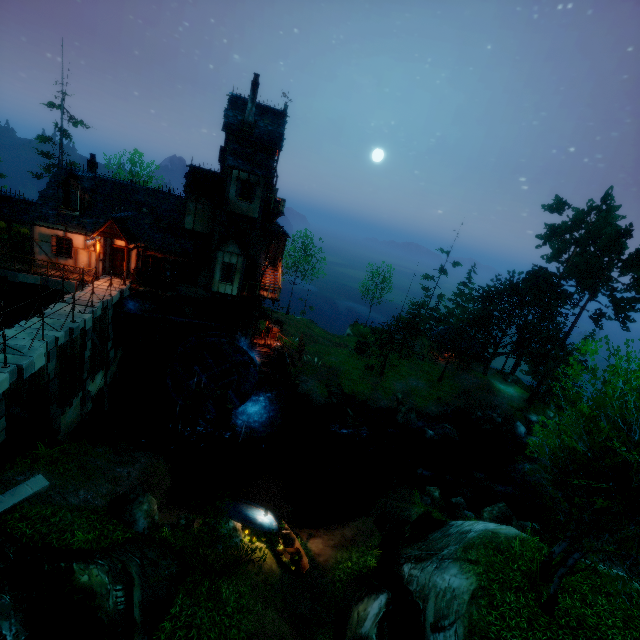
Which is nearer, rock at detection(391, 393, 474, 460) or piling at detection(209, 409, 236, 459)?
piling at detection(209, 409, 236, 459)

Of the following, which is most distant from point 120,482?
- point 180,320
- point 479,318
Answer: point 479,318

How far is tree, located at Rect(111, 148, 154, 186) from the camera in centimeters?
3453cm

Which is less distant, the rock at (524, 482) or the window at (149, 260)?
the window at (149, 260)

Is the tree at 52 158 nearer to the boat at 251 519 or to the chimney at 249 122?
the boat at 251 519

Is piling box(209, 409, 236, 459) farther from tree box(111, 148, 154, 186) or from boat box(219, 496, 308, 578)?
tree box(111, 148, 154, 186)

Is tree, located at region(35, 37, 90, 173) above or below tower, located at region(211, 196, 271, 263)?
above

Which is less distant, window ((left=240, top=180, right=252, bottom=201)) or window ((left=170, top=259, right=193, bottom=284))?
window ((left=240, top=180, right=252, bottom=201))
